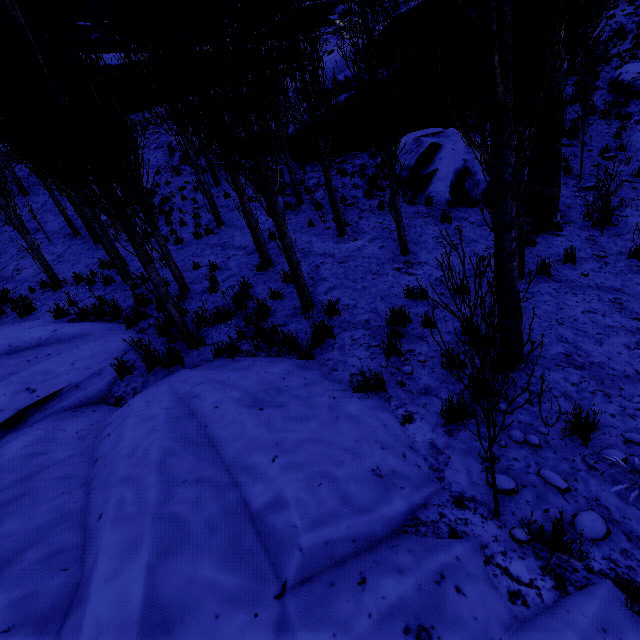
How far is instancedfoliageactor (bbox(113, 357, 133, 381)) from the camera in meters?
5.3 m

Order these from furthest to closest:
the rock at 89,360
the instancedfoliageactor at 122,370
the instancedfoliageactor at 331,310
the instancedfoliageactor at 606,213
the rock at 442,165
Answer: the rock at 442,165 → the instancedfoliageactor at 606,213 → the instancedfoliageactor at 331,310 → the instancedfoliageactor at 122,370 → the rock at 89,360

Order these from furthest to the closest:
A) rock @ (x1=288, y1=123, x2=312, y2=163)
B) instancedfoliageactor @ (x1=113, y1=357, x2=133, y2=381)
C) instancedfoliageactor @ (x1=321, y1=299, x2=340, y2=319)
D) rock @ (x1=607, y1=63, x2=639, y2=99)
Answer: rock @ (x1=288, y1=123, x2=312, y2=163) < rock @ (x1=607, y1=63, x2=639, y2=99) < instancedfoliageactor @ (x1=321, y1=299, x2=340, y2=319) < instancedfoliageactor @ (x1=113, y1=357, x2=133, y2=381)

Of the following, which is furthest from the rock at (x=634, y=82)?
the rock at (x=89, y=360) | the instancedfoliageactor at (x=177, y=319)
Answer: the rock at (x=89, y=360)

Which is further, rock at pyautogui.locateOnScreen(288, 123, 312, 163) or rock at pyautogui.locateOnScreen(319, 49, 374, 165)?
rock at pyautogui.locateOnScreen(288, 123, 312, 163)

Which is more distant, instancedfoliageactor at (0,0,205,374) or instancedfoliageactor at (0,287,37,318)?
instancedfoliageactor at (0,287,37,318)

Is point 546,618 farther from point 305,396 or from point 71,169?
point 71,169

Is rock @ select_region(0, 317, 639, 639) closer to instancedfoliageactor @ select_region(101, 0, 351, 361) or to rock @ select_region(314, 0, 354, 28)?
instancedfoliageactor @ select_region(101, 0, 351, 361)
